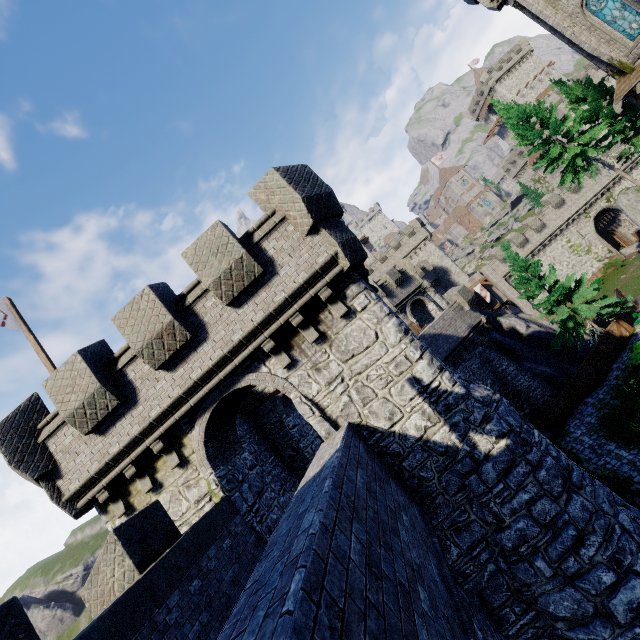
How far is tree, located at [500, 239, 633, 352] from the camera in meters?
22.4

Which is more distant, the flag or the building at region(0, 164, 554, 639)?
the flag

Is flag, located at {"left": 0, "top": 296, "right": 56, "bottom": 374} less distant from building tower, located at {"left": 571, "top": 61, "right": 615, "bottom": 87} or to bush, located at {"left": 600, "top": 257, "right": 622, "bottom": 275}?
bush, located at {"left": 600, "top": 257, "right": 622, "bottom": 275}

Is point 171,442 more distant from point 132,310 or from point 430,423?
point 430,423

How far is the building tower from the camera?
51.2m

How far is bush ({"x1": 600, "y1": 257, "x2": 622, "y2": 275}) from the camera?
39.3 meters

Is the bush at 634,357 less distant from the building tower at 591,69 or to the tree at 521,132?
the tree at 521,132

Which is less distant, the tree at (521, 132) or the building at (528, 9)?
the building at (528, 9)
